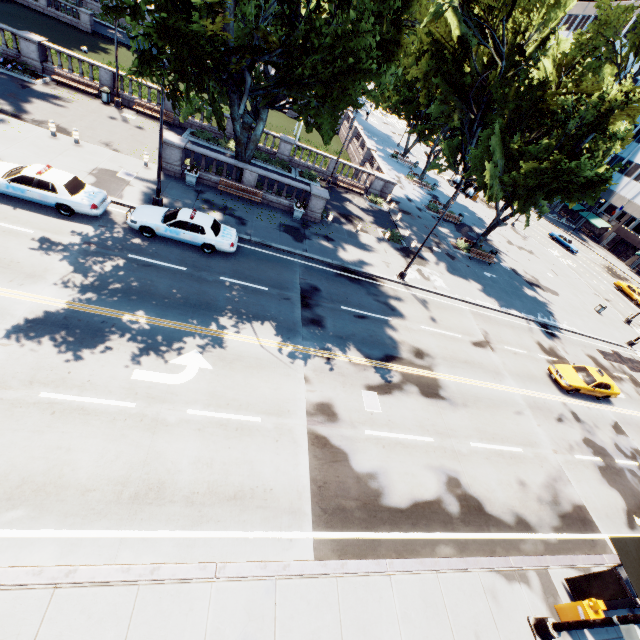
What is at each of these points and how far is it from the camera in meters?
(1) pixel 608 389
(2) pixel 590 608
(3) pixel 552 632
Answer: (1) vehicle, 21.0
(2) box, 9.9
(3) light, 9.5

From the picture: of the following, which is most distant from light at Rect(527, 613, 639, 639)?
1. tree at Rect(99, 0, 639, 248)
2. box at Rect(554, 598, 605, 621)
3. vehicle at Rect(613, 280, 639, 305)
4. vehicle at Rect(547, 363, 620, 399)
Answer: vehicle at Rect(613, 280, 639, 305)

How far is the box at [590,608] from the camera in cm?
977

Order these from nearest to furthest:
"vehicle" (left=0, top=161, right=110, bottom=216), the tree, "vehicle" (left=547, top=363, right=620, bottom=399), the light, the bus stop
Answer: the light
the bus stop
the tree
"vehicle" (left=0, top=161, right=110, bottom=216)
"vehicle" (left=547, top=363, right=620, bottom=399)

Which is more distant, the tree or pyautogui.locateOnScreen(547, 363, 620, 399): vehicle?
pyautogui.locateOnScreen(547, 363, 620, 399): vehicle

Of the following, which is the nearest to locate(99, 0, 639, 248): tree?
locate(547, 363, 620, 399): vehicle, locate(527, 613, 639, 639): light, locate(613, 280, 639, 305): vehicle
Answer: locate(527, 613, 639, 639): light

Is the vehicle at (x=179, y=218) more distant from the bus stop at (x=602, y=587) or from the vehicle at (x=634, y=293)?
the vehicle at (x=634, y=293)

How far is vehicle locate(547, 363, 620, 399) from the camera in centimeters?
2042cm
